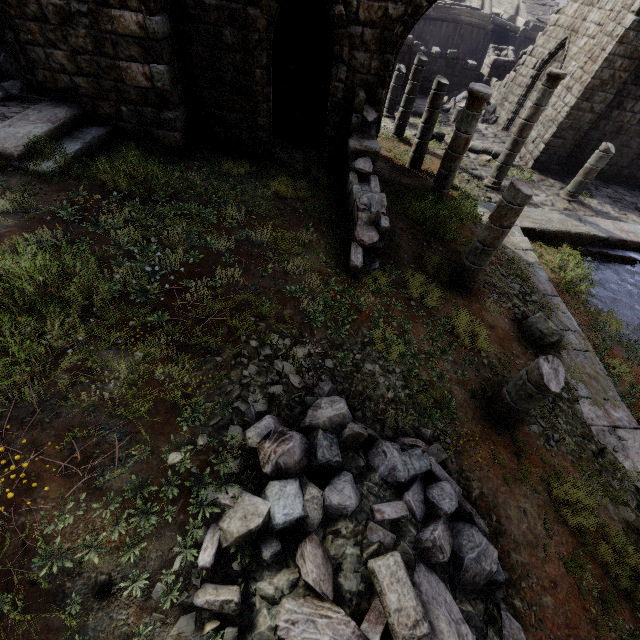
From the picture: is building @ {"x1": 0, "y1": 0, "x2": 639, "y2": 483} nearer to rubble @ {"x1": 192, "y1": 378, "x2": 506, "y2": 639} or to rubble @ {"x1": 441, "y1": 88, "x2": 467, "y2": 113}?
rubble @ {"x1": 441, "y1": 88, "x2": 467, "y2": 113}

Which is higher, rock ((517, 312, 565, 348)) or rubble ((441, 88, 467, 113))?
rock ((517, 312, 565, 348))

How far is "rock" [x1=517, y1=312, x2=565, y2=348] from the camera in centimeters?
718cm

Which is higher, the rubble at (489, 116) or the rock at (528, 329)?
the rock at (528, 329)

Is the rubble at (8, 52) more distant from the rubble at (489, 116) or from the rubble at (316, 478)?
the rubble at (489, 116)

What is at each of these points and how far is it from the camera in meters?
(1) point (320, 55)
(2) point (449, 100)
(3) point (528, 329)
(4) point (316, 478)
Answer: (1) building, 9.9 m
(2) rubble, 19.9 m
(3) rock, 7.5 m
(4) rubble, 3.9 m

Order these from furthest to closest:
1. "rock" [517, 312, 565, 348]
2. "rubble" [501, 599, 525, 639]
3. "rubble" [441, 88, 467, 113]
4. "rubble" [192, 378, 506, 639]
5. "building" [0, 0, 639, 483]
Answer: "rubble" [441, 88, 467, 113], "rock" [517, 312, 565, 348], "building" [0, 0, 639, 483], "rubble" [501, 599, 525, 639], "rubble" [192, 378, 506, 639]

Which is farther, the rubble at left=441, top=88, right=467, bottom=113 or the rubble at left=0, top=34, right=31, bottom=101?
the rubble at left=441, top=88, right=467, bottom=113
